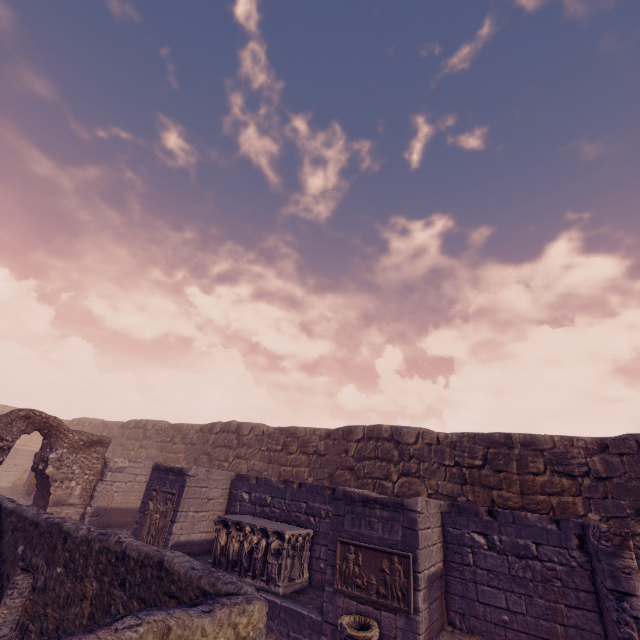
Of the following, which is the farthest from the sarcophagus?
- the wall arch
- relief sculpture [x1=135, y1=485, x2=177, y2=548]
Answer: the wall arch

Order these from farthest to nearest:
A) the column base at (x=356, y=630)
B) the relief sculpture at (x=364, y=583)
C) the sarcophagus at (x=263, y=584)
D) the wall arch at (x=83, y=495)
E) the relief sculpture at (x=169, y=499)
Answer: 1. the wall arch at (x=83, y=495)
2. the relief sculpture at (x=169, y=499)
3. the sarcophagus at (x=263, y=584)
4. the relief sculpture at (x=364, y=583)
5. the column base at (x=356, y=630)

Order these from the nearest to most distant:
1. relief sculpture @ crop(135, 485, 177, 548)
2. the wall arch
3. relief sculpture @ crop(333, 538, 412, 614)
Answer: relief sculpture @ crop(333, 538, 412, 614) → relief sculpture @ crop(135, 485, 177, 548) → the wall arch

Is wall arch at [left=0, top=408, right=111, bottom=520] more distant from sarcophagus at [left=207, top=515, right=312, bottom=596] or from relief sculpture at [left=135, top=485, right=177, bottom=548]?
sarcophagus at [left=207, top=515, right=312, bottom=596]

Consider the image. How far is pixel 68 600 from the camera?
4.1 meters

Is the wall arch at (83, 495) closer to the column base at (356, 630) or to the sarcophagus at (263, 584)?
the sarcophagus at (263, 584)

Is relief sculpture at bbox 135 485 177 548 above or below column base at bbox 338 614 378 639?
above
